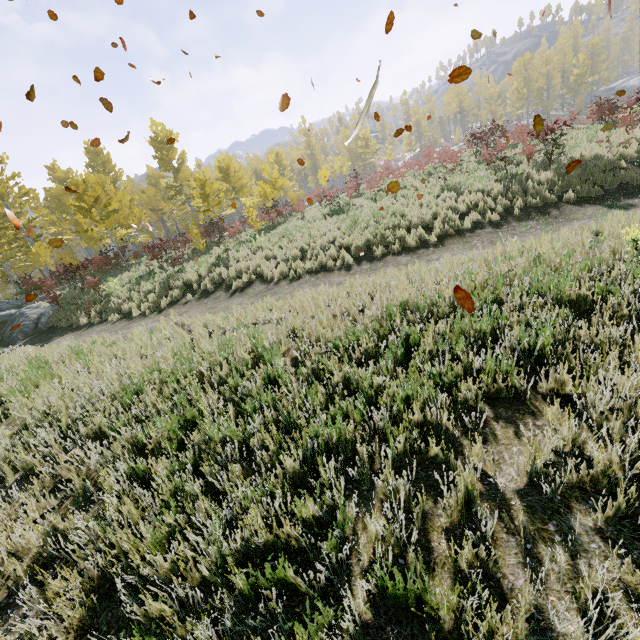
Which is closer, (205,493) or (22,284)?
(205,493)

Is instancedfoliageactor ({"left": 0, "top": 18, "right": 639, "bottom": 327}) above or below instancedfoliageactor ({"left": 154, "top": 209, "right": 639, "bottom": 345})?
above

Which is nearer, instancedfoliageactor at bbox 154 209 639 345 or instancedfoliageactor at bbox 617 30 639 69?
instancedfoliageactor at bbox 154 209 639 345

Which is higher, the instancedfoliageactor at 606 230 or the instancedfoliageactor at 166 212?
the instancedfoliageactor at 166 212

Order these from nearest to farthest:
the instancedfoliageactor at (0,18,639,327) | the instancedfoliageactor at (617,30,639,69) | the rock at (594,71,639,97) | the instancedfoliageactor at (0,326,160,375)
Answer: the instancedfoliageactor at (0,326,160,375) < the instancedfoliageactor at (0,18,639,327) < the rock at (594,71,639,97) < the instancedfoliageactor at (617,30,639,69)

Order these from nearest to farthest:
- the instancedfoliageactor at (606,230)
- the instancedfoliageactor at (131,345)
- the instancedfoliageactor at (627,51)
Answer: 1. the instancedfoliageactor at (606,230)
2. the instancedfoliageactor at (131,345)
3. the instancedfoliageactor at (627,51)
